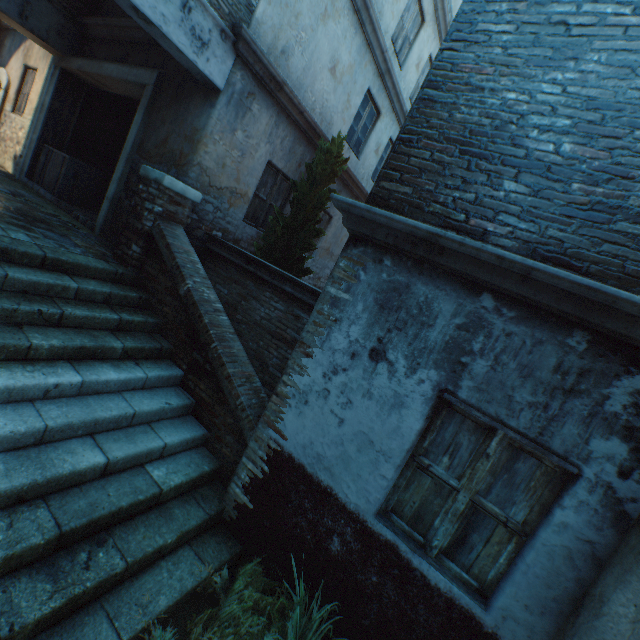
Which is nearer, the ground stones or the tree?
the ground stones

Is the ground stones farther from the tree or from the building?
the tree

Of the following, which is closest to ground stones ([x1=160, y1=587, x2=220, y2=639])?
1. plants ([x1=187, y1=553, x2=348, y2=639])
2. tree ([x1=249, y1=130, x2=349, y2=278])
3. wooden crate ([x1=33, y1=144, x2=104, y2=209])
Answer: plants ([x1=187, y1=553, x2=348, y2=639])

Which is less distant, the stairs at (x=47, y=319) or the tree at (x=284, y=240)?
the stairs at (x=47, y=319)

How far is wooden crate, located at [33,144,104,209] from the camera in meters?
7.5

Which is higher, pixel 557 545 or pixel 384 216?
pixel 384 216

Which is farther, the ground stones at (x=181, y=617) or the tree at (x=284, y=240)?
the tree at (x=284, y=240)

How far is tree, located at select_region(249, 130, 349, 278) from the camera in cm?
618
